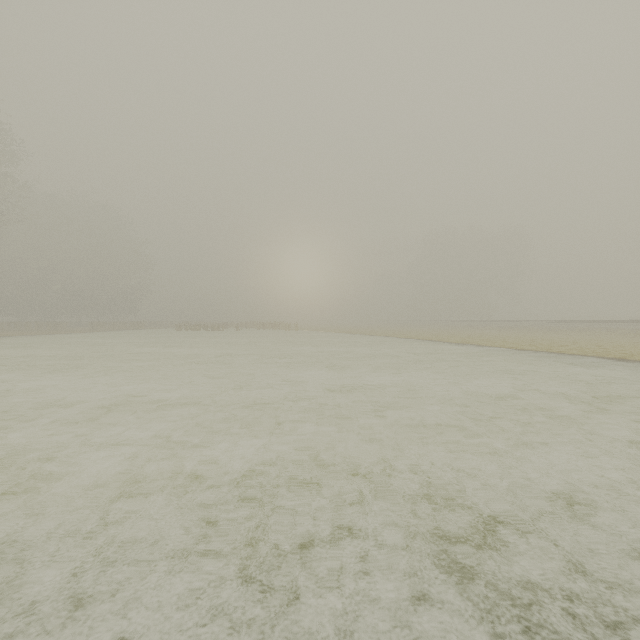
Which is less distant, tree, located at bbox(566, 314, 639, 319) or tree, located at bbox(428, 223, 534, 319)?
tree, located at bbox(566, 314, 639, 319)

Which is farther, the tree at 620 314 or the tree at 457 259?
the tree at 457 259

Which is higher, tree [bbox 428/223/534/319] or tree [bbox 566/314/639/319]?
tree [bbox 428/223/534/319]

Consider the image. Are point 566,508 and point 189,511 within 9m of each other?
yes

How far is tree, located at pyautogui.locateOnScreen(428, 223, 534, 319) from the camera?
53.81m

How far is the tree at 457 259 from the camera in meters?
53.8 m
